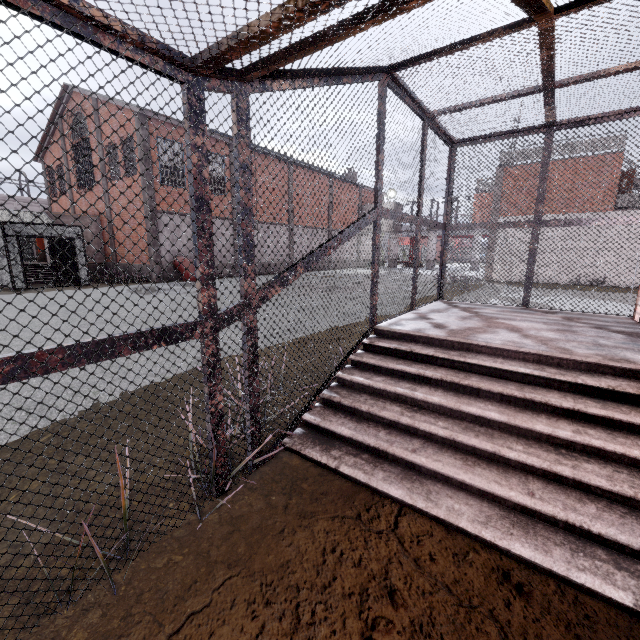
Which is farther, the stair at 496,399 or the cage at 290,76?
the stair at 496,399

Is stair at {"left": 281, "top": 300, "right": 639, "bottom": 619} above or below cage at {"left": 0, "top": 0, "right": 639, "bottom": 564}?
below

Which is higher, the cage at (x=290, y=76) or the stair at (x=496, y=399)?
the cage at (x=290, y=76)

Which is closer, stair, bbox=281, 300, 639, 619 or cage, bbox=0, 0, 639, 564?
cage, bbox=0, 0, 639, 564

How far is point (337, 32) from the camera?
1.59m
